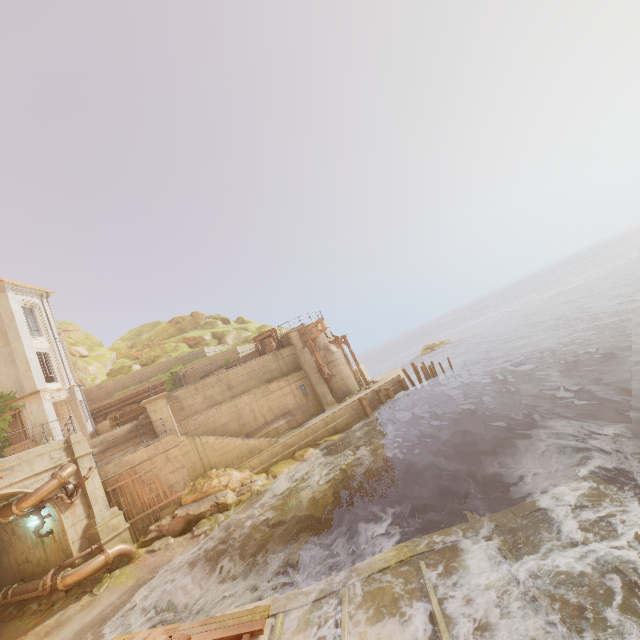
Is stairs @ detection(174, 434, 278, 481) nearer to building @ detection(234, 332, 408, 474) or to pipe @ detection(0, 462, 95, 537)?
building @ detection(234, 332, 408, 474)

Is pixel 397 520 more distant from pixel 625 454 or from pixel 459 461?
pixel 625 454

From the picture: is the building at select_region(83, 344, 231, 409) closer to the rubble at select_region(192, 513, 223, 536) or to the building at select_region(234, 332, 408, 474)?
the rubble at select_region(192, 513, 223, 536)

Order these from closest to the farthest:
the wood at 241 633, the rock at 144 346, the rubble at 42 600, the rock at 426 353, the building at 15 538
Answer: the wood at 241 633 < the rubble at 42 600 < the building at 15 538 < the rock at 144 346 < the rock at 426 353

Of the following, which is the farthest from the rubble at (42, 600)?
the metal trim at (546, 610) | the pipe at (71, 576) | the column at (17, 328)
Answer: the metal trim at (546, 610)

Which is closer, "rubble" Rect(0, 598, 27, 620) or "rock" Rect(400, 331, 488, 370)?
"rubble" Rect(0, 598, 27, 620)

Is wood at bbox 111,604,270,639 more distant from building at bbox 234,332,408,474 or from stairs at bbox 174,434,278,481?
building at bbox 234,332,408,474

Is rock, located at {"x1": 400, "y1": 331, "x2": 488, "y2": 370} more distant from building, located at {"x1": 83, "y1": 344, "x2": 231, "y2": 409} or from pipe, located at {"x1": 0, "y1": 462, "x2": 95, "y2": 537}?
pipe, located at {"x1": 0, "y1": 462, "x2": 95, "y2": 537}
